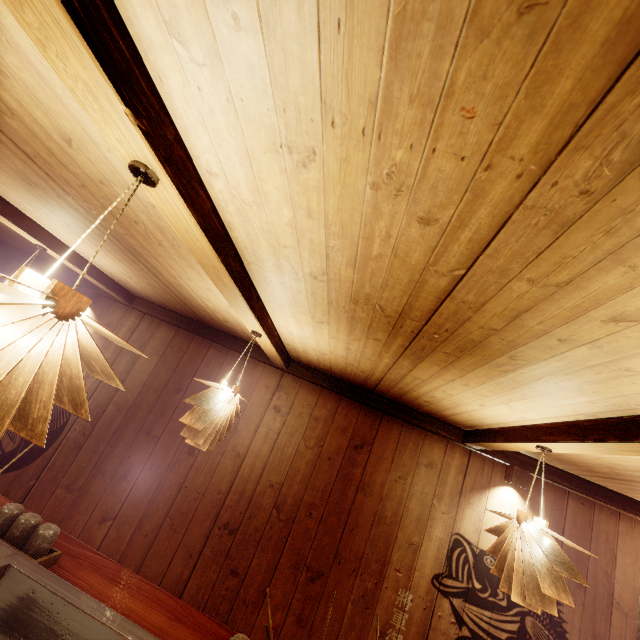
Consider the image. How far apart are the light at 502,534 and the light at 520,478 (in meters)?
1.62

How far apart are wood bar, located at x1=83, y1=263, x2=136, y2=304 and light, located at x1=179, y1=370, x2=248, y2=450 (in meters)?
3.44

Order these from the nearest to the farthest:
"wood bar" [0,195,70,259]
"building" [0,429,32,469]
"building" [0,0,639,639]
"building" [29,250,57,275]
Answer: "building" [0,0,639,639]
"wood bar" [0,195,70,259]
"building" [0,429,32,469]
"building" [29,250,57,275]

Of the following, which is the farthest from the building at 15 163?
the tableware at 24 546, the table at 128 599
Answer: the tableware at 24 546

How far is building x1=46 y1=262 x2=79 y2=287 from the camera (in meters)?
6.96

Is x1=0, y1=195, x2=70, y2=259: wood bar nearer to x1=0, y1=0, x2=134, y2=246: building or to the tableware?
x1=0, y1=0, x2=134, y2=246: building

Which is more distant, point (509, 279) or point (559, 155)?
point (509, 279)

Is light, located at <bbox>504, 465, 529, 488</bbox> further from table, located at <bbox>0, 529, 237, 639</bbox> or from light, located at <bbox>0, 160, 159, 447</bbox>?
light, located at <bbox>0, 160, 159, 447</bbox>
